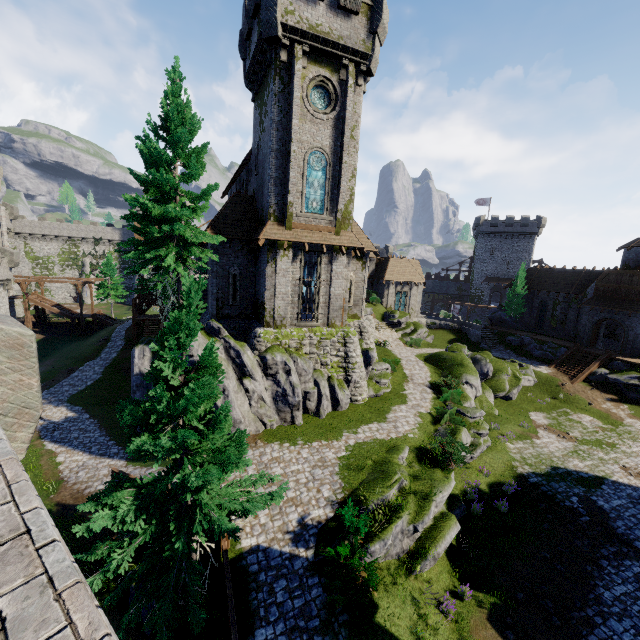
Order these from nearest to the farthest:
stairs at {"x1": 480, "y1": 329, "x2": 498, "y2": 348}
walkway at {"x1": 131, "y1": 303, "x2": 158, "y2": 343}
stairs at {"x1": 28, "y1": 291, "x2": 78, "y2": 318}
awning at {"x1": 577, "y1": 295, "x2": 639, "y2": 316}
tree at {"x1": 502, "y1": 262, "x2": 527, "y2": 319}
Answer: awning at {"x1": 577, "y1": 295, "x2": 639, "y2": 316}
walkway at {"x1": 131, "y1": 303, "x2": 158, "y2": 343}
stairs at {"x1": 480, "y1": 329, "x2": 498, "y2": 348}
stairs at {"x1": 28, "y1": 291, "x2": 78, "y2": 318}
tree at {"x1": 502, "y1": 262, "x2": 527, "y2": 319}

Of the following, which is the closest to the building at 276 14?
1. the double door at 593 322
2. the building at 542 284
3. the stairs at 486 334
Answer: the stairs at 486 334

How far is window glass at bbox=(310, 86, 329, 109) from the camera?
19.4m

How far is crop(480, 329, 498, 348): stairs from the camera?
42.7 meters

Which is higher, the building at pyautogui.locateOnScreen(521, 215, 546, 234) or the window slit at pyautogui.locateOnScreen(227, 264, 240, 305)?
the building at pyautogui.locateOnScreen(521, 215, 546, 234)

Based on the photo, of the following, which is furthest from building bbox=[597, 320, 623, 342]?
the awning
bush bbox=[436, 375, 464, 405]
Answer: bush bbox=[436, 375, 464, 405]

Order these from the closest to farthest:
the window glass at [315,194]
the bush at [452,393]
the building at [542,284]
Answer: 1. the window glass at [315,194]
2. the bush at [452,393]
3. the building at [542,284]

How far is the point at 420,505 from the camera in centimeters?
1333cm
